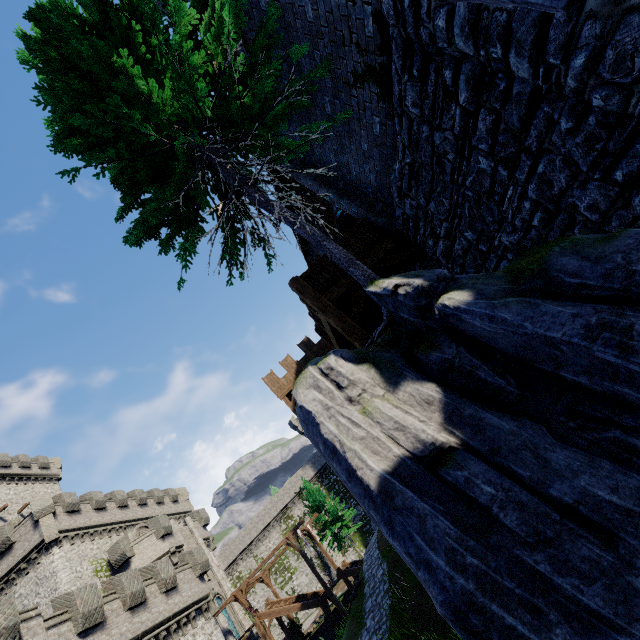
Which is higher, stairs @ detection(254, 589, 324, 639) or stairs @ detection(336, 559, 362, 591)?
stairs @ detection(254, 589, 324, 639)

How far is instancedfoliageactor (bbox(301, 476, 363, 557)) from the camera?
34.45m

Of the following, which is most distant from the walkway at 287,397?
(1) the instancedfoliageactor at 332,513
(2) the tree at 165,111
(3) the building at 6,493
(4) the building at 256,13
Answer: (3) the building at 6,493

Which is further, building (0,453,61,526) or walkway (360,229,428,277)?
building (0,453,61,526)

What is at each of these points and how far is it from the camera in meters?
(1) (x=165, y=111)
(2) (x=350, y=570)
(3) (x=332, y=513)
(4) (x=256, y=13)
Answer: (1) tree, 6.1
(2) stairs, 27.8
(3) instancedfoliageactor, 35.2
(4) building, 7.1

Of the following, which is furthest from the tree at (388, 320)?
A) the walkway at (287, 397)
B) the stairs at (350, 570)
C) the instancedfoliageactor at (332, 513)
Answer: the instancedfoliageactor at (332, 513)

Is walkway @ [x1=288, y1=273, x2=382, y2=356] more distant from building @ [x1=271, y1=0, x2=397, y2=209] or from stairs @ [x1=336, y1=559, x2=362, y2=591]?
stairs @ [x1=336, y1=559, x2=362, y2=591]

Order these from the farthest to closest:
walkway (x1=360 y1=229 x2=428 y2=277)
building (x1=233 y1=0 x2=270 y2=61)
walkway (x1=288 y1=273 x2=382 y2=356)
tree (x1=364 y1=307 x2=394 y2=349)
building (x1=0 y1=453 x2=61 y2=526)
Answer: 1. building (x1=0 y1=453 x2=61 y2=526)
2. walkway (x1=360 y1=229 x2=428 y2=277)
3. walkway (x1=288 y1=273 x2=382 y2=356)
4. building (x1=233 y1=0 x2=270 y2=61)
5. tree (x1=364 y1=307 x2=394 y2=349)
